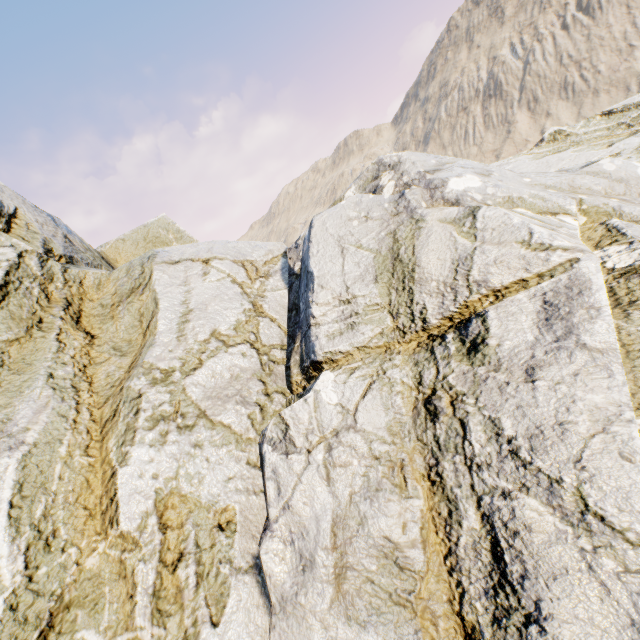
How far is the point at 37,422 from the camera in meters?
4.5 m
